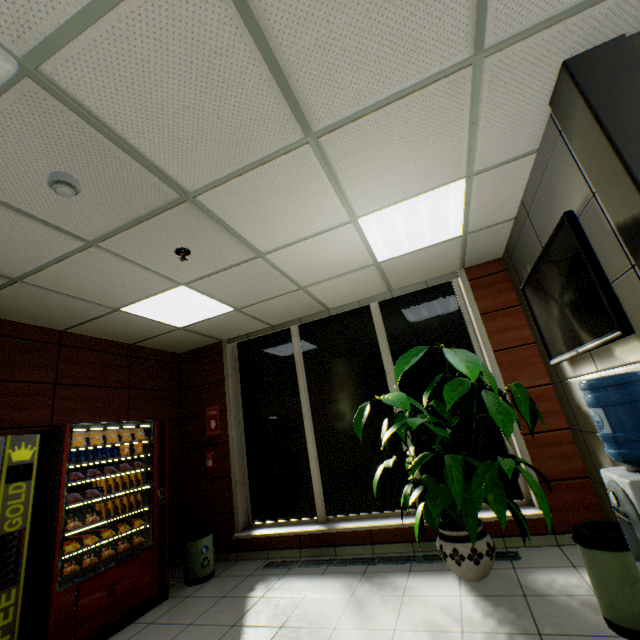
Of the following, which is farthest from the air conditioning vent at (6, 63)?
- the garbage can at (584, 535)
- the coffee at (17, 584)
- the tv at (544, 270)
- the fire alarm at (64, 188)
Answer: the garbage can at (584, 535)

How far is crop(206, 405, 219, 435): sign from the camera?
5.3m

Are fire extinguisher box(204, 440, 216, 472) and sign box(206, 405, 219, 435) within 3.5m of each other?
yes

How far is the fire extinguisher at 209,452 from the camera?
4.93m

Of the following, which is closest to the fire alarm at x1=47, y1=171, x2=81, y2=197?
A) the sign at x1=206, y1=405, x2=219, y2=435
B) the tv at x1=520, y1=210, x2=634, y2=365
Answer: the tv at x1=520, y1=210, x2=634, y2=365

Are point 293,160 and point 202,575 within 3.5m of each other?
no

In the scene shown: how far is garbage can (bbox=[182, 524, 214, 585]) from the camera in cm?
402

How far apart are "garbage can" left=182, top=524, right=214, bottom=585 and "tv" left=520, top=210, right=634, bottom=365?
4.6m
